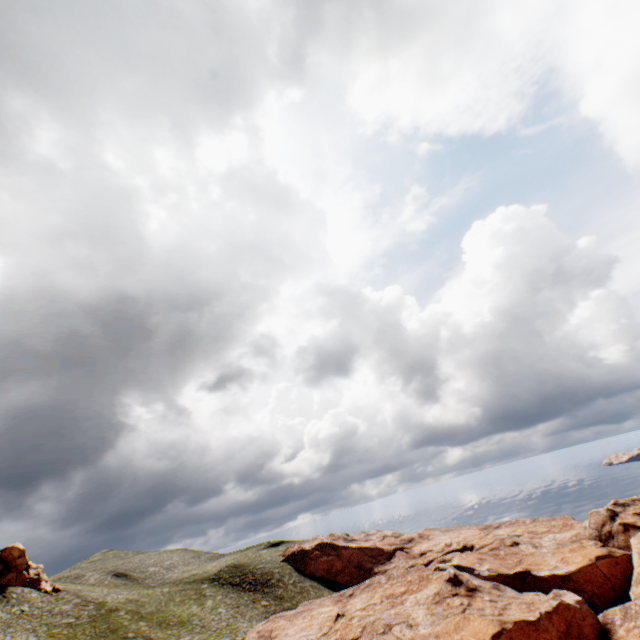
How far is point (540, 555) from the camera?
57.75m

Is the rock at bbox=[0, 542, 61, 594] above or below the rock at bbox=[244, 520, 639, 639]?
above

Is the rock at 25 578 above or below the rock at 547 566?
above

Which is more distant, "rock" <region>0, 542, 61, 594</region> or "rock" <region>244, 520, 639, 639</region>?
"rock" <region>0, 542, 61, 594</region>

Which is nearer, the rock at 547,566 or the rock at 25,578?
the rock at 547,566
